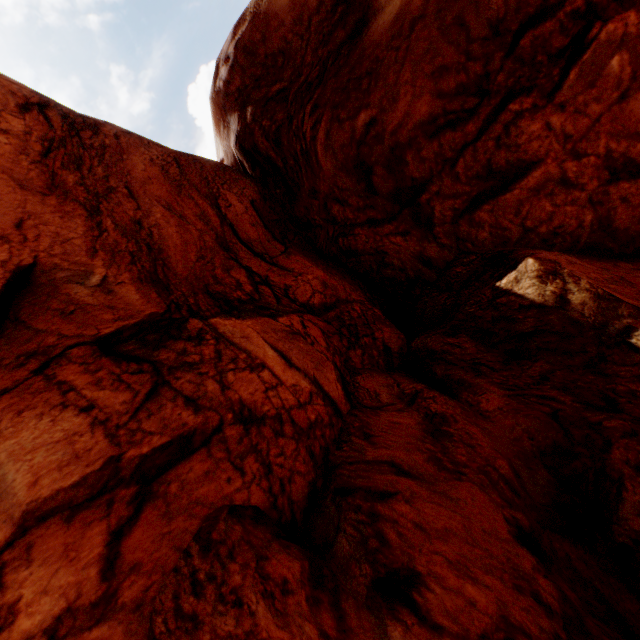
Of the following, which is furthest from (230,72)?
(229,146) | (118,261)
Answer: (118,261)
